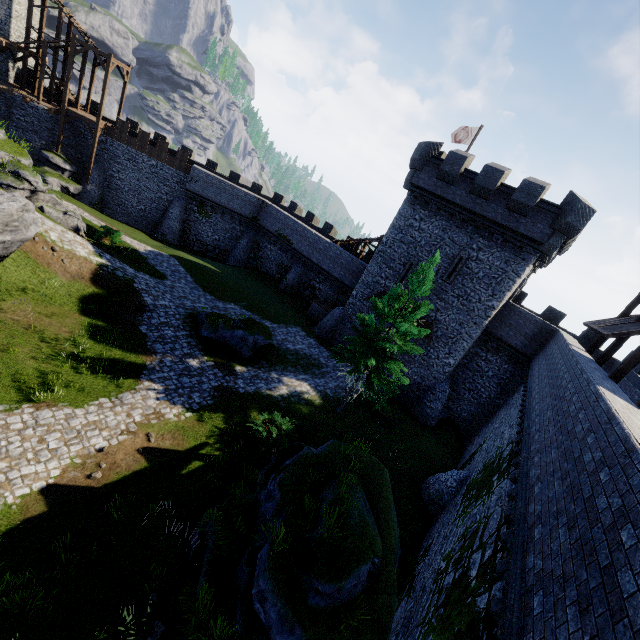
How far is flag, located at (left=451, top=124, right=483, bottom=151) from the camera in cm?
2626

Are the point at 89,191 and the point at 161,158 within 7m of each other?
no

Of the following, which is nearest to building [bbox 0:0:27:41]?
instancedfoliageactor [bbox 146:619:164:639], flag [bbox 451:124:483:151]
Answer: flag [bbox 451:124:483:151]

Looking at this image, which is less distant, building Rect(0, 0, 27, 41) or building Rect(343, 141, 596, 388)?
building Rect(343, 141, 596, 388)

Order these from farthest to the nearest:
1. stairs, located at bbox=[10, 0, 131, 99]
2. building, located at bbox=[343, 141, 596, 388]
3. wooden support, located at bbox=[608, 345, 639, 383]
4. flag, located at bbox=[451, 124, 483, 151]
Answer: stairs, located at bbox=[10, 0, 131, 99]
flag, located at bbox=[451, 124, 483, 151]
building, located at bbox=[343, 141, 596, 388]
wooden support, located at bbox=[608, 345, 639, 383]

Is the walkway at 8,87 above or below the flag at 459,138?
below

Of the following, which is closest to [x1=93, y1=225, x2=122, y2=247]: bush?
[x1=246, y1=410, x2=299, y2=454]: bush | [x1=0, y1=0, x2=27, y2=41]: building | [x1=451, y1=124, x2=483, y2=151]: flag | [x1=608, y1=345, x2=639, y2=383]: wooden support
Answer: [x1=246, y1=410, x2=299, y2=454]: bush

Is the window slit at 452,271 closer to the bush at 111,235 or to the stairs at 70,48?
the bush at 111,235
